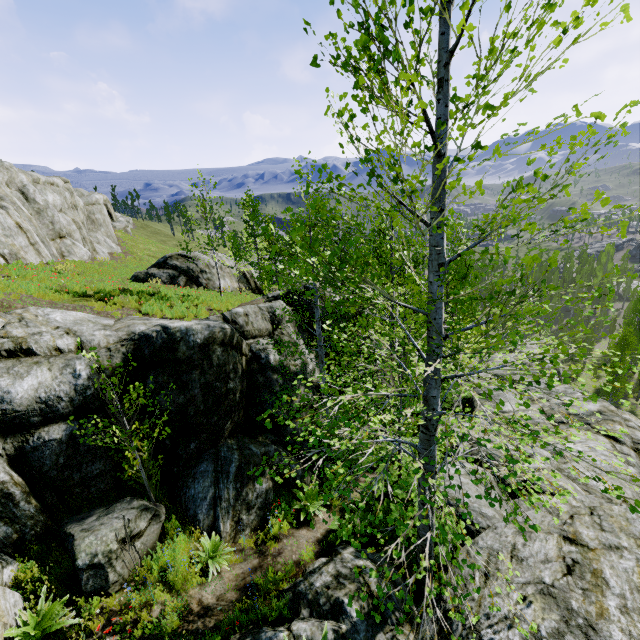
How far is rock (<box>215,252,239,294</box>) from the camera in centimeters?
2177cm

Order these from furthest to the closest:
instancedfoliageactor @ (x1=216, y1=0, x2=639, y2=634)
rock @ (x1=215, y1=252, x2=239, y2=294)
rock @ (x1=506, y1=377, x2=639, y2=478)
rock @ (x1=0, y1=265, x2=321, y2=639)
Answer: rock @ (x1=215, y1=252, x2=239, y2=294) < rock @ (x1=506, y1=377, x2=639, y2=478) < rock @ (x1=0, y1=265, x2=321, y2=639) < instancedfoliageactor @ (x1=216, y1=0, x2=639, y2=634)

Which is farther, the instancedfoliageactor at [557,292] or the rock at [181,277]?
the rock at [181,277]

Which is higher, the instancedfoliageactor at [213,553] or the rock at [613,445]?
the instancedfoliageactor at [213,553]

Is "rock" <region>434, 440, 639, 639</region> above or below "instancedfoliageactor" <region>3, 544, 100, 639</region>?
below

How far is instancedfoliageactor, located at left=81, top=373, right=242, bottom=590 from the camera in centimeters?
607cm

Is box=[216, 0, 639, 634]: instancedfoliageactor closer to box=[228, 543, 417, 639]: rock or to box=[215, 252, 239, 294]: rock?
box=[228, 543, 417, 639]: rock

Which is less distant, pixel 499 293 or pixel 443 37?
pixel 499 293
